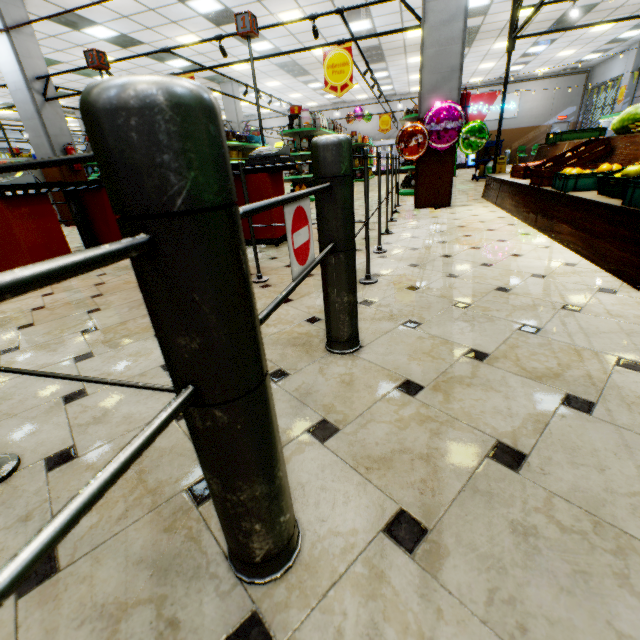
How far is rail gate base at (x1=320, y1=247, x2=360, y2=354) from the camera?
1.50m

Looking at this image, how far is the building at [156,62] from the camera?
11.70m

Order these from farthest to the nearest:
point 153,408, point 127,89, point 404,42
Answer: point 404,42 < point 153,408 < point 127,89

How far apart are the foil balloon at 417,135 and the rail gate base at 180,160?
6.1 meters

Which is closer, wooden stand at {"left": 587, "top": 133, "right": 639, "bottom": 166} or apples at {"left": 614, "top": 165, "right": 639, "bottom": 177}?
apples at {"left": 614, "top": 165, "right": 639, "bottom": 177}

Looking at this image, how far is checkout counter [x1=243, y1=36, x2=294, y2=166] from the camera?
3.75m

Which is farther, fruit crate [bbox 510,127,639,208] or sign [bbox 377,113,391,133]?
sign [bbox 377,113,391,133]

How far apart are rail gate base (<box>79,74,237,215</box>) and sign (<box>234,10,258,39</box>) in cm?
434
